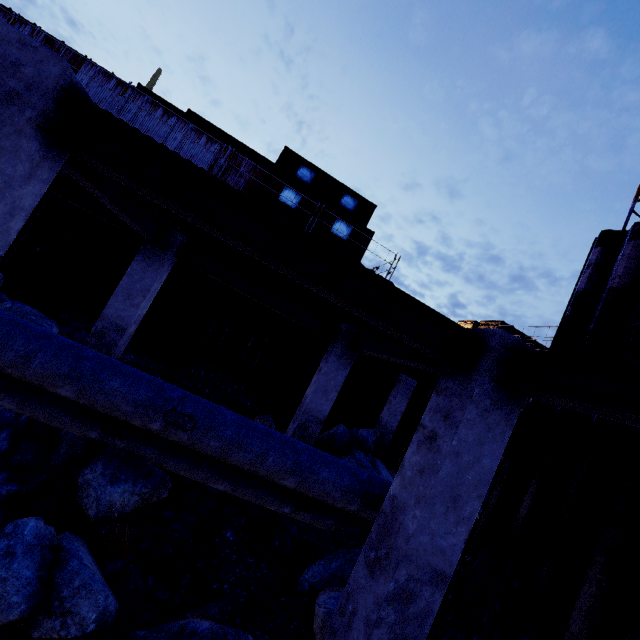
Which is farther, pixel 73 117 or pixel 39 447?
pixel 39 447

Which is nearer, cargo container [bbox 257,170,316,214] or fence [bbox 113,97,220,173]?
fence [bbox 113,97,220,173]

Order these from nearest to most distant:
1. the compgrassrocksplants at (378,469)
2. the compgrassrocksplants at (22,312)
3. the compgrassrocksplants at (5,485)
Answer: the compgrassrocksplants at (5,485), the compgrassrocksplants at (22,312), the compgrassrocksplants at (378,469)

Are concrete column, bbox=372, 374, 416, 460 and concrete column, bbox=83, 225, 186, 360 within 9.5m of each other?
no

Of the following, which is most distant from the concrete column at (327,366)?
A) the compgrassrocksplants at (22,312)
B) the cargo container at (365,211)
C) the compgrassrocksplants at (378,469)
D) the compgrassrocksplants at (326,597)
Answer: the cargo container at (365,211)

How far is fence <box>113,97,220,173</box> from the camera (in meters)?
13.39

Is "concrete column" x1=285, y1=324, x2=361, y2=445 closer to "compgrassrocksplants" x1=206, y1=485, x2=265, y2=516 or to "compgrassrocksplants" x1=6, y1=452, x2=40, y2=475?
"compgrassrocksplants" x1=206, y1=485, x2=265, y2=516

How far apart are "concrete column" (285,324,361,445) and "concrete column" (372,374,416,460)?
6.18m
